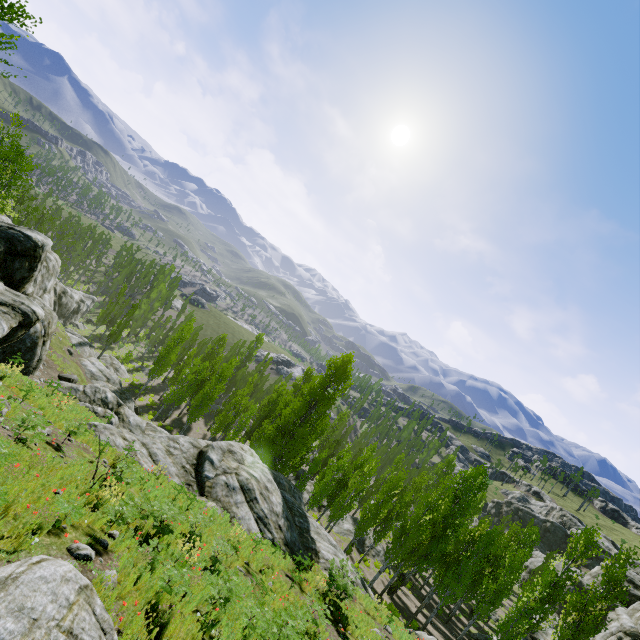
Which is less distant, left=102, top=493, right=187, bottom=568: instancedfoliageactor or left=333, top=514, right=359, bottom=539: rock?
left=102, top=493, right=187, bottom=568: instancedfoliageactor

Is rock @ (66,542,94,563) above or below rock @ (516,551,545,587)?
above

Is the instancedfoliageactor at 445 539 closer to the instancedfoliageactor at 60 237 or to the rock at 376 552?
the rock at 376 552

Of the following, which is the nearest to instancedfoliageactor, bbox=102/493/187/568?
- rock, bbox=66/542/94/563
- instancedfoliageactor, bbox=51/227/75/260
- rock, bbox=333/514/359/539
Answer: rock, bbox=333/514/359/539

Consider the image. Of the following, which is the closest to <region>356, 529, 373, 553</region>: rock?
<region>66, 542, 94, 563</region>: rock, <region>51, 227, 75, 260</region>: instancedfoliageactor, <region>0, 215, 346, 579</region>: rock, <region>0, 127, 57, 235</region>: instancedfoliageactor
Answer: <region>0, 127, 57, 235</region>: instancedfoliageactor

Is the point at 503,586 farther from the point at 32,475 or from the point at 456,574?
the point at 32,475

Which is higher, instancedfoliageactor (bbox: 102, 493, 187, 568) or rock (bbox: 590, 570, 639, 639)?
instancedfoliageactor (bbox: 102, 493, 187, 568)

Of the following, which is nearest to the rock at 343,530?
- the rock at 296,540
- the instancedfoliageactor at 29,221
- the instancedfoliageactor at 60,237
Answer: the instancedfoliageactor at 29,221
